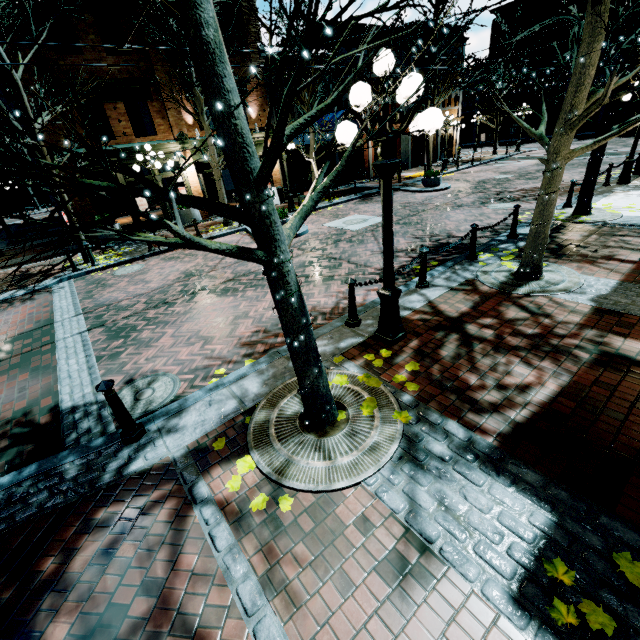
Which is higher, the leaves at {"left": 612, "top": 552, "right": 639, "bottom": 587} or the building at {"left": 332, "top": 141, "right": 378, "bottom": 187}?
the building at {"left": 332, "top": 141, "right": 378, "bottom": 187}

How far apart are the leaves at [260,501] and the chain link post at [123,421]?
1.8m

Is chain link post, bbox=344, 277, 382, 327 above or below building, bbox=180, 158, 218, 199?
below

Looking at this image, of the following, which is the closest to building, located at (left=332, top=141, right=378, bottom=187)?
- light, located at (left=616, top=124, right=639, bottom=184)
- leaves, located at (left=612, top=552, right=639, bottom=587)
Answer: light, located at (left=616, top=124, right=639, bottom=184)

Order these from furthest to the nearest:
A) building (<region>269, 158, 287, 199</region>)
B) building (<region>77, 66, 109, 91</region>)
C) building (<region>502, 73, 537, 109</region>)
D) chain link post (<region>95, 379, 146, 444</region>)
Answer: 1. building (<region>502, 73, 537, 109</region>)
2. building (<region>269, 158, 287, 199</region>)
3. building (<region>77, 66, 109, 91</region>)
4. chain link post (<region>95, 379, 146, 444</region>)

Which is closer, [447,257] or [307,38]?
[307,38]

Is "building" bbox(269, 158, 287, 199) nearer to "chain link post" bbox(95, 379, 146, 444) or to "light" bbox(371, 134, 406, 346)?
"light" bbox(371, 134, 406, 346)

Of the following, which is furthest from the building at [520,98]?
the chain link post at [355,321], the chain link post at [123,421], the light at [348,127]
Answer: the chain link post at [123,421]
